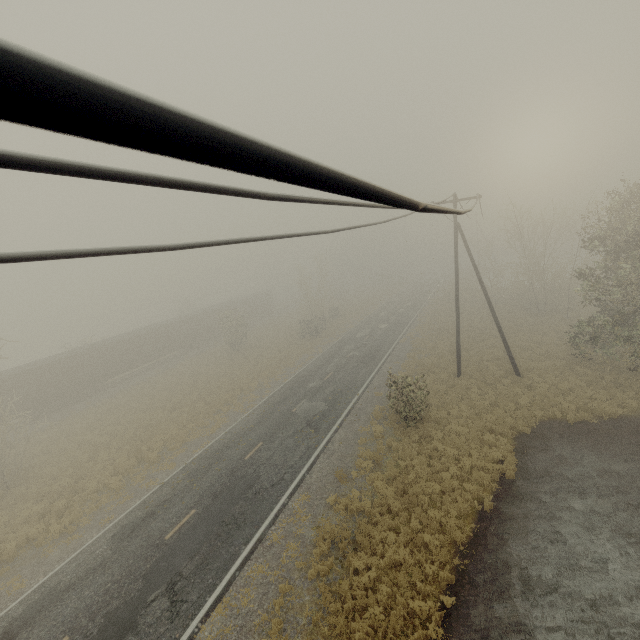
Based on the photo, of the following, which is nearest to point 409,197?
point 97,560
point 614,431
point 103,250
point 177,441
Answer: point 103,250
